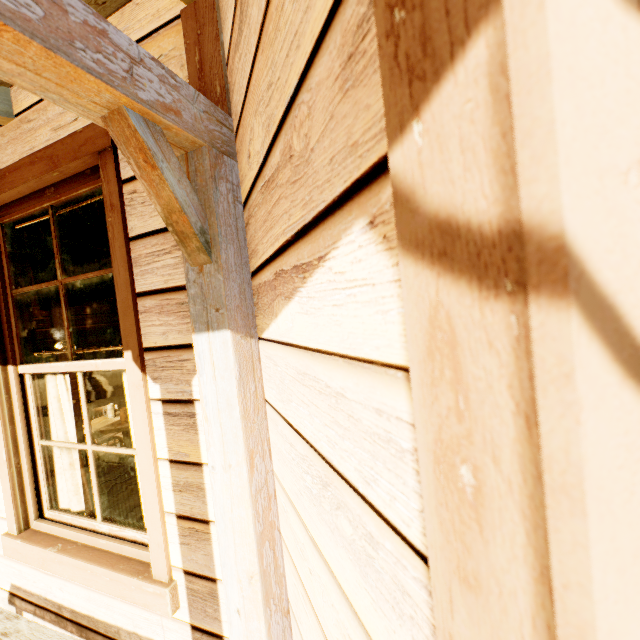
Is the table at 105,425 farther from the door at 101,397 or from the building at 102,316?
the door at 101,397

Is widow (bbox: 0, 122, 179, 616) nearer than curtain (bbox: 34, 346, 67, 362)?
Yes

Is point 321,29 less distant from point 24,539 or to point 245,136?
point 245,136

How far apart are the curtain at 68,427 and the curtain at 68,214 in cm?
27

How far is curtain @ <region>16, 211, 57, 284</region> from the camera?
2.12m

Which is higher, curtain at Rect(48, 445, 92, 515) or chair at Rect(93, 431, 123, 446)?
curtain at Rect(48, 445, 92, 515)

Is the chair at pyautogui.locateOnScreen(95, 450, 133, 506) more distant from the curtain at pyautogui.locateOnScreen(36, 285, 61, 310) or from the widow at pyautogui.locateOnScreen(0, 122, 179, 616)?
the curtain at pyautogui.locateOnScreen(36, 285, 61, 310)
